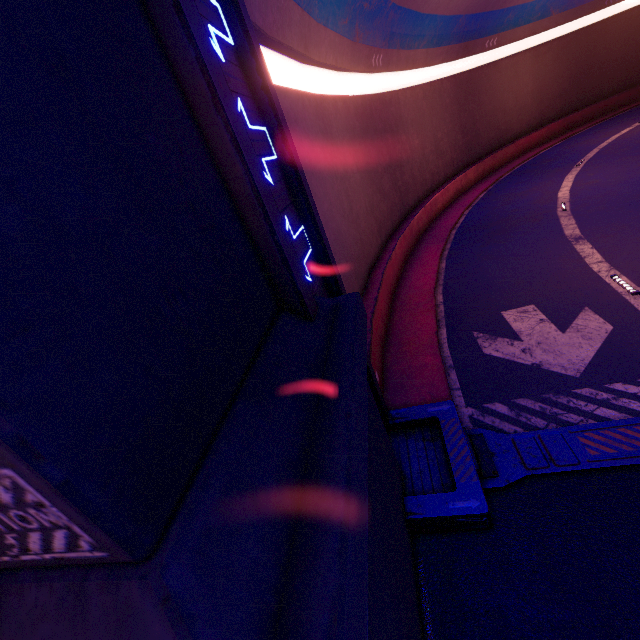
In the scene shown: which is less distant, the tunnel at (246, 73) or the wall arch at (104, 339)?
the wall arch at (104, 339)

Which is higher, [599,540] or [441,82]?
[441,82]

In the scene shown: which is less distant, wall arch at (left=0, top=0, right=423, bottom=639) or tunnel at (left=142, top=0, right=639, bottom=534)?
wall arch at (left=0, top=0, right=423, bottom=639)
